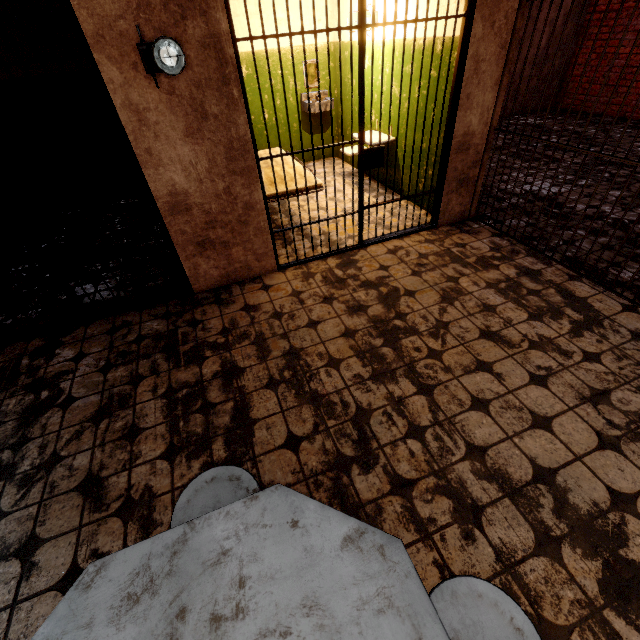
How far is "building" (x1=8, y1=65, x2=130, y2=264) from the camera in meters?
4.4

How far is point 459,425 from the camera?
2.1 meters

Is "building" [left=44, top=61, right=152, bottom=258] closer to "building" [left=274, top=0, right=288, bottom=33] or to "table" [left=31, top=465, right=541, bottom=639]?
"building" [left=274, top=0, right=288, bottom=33]

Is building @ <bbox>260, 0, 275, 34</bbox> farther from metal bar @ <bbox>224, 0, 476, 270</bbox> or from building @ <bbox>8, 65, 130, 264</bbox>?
building @ <bbox>8, 65, 130, 264</bbox>

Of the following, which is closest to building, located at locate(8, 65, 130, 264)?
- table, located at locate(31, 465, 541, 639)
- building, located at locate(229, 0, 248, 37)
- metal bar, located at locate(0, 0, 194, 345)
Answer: metal bar, located at locate(0, 0, 194, 345)

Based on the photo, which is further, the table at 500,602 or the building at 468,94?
the building at 468,94

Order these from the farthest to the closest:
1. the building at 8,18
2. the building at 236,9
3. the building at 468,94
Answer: the building at 236,9 < the building at 8,18 < the building at 468,94
